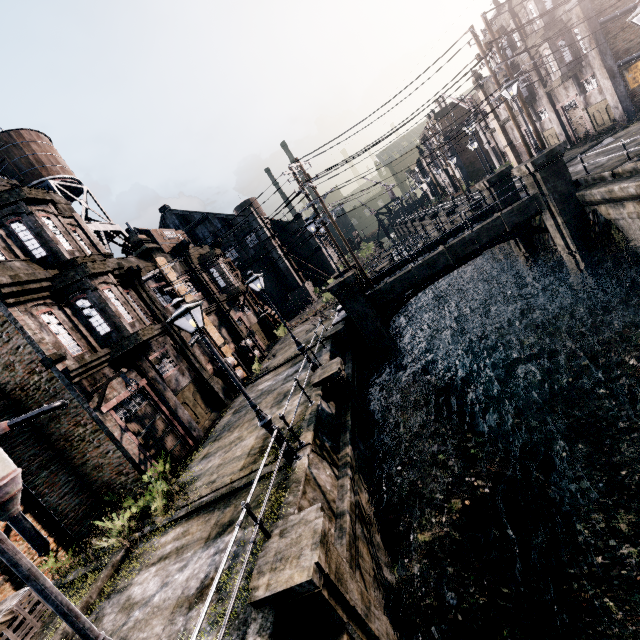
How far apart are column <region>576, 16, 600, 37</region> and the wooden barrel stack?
33.62m

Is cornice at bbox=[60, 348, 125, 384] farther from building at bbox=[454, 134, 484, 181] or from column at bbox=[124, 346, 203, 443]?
building at bbox=[454, 134, 484, 181]

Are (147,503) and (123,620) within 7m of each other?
yes

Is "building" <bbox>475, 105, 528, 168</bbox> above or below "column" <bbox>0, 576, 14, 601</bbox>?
above

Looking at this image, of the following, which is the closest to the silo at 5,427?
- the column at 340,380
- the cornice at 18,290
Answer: the cornice at 18,290

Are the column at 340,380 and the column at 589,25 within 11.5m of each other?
no

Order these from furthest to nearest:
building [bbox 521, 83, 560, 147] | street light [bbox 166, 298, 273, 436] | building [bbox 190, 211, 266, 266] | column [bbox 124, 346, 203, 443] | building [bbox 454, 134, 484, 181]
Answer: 1. building [bbox 454, 134, 484, 181]
2. building [bbox 521, 83, 560, 147]
3. building [bbox 190, 211, 266, 266]
4. column [bbox 124, 346, 203, 443]
5. street light [bbox 166, 298, 273, 436]

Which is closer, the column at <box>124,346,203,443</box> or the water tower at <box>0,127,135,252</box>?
the column at <box>124,346,203,443</box>
